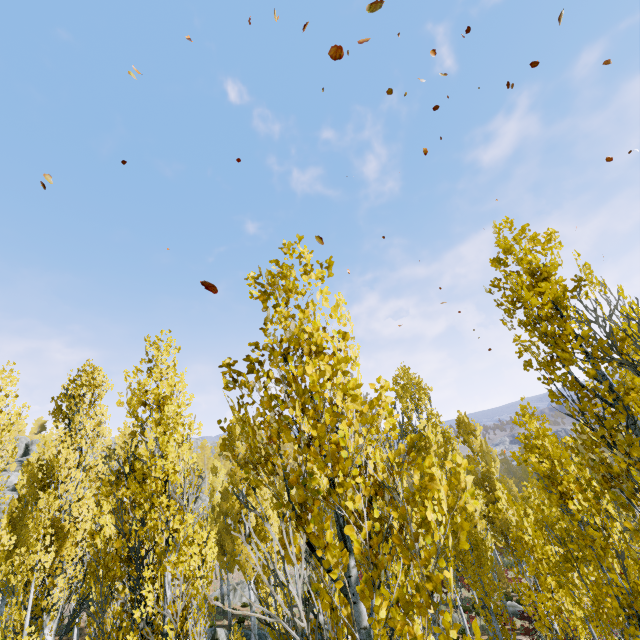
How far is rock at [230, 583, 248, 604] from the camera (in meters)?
30.42

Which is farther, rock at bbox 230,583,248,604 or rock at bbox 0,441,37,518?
rock at bbox 0,441,37,518

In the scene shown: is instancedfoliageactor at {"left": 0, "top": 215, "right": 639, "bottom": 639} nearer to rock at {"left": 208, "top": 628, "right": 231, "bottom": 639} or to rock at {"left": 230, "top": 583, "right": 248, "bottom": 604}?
rock at {"left": 230, "top": 583, "right": 248, "bottom": 604}

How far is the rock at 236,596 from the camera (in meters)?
30.42

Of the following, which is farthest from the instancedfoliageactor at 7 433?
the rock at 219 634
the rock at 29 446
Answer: the rock at 219 634

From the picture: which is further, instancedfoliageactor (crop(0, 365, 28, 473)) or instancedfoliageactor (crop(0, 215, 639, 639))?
instancedfoliageactor (crop(0, 365, 28, 473))

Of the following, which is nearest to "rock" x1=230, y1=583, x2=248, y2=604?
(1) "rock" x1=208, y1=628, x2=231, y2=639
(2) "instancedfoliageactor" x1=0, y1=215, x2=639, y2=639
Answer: (2) "instancedfoliageactor" x1=0, y1=215, x2=639, y2=639

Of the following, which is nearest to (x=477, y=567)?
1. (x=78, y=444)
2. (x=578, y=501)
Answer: (x=578, y=501)
